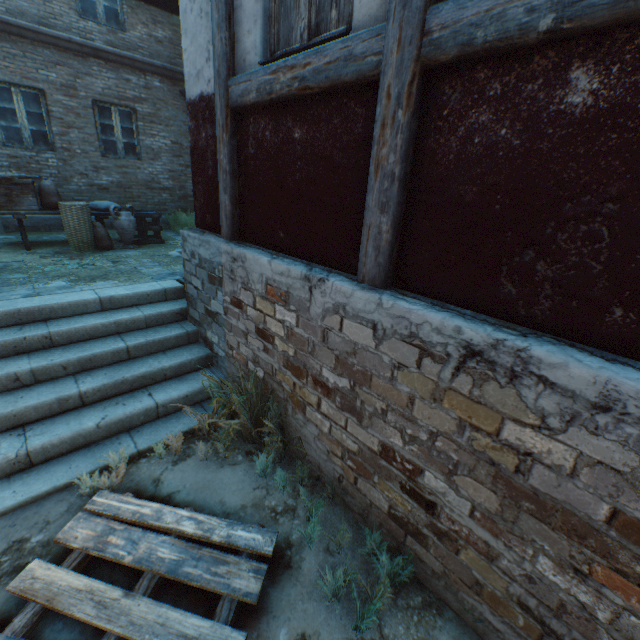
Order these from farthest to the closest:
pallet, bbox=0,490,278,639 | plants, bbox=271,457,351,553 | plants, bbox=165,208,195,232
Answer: plants, bbox=165,208,195,232 < plants, bbox=271,457,351,553 < pallet, bbox=0,490,278,639

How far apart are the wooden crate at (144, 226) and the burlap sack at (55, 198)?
1.08m

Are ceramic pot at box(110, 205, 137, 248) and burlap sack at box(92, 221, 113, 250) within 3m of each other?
yes

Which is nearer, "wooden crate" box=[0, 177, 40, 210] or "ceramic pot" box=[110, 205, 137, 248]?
"wooden crate" box=[0, 177, 40, 210]

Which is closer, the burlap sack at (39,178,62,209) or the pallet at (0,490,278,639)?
the pallet at (0,490,278,639)

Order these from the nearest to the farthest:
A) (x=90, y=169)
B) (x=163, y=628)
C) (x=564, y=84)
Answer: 1. (x=564, y=84)
2. (x=163, y=628)
3. (x=90, y=169)

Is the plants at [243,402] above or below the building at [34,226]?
below

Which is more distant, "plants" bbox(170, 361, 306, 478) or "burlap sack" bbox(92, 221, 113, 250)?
"burlap sack" bbox(92, 221, 113, 250)
